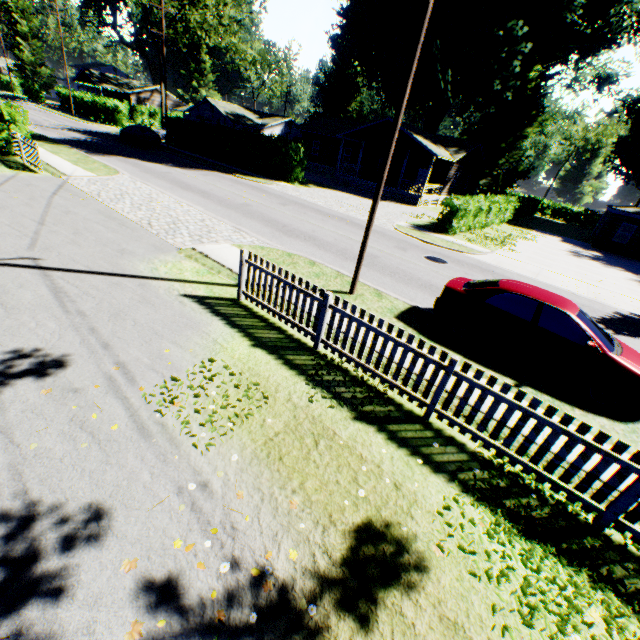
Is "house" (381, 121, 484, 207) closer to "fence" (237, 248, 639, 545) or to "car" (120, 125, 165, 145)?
"car" (120, 125, 165, 145)

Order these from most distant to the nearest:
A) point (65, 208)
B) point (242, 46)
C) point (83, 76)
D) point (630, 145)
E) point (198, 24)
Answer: point (242, 46), point (83, 76), point (198, 24), point (630, 145), point (65, 208)

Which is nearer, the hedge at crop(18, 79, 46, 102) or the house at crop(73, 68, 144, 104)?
the house at crop(73, 68, 144, 104)

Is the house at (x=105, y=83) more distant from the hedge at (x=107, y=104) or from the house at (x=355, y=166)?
the house at (x=355, y=166)

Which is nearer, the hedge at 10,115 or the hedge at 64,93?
the hedge at 10,115

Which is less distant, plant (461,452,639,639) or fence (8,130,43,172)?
plant (461,452,639,639)

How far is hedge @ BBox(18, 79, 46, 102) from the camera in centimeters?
5662cm

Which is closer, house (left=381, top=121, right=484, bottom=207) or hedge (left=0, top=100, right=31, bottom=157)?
hedge (left=0, top=100, right=31, bottom=157)
